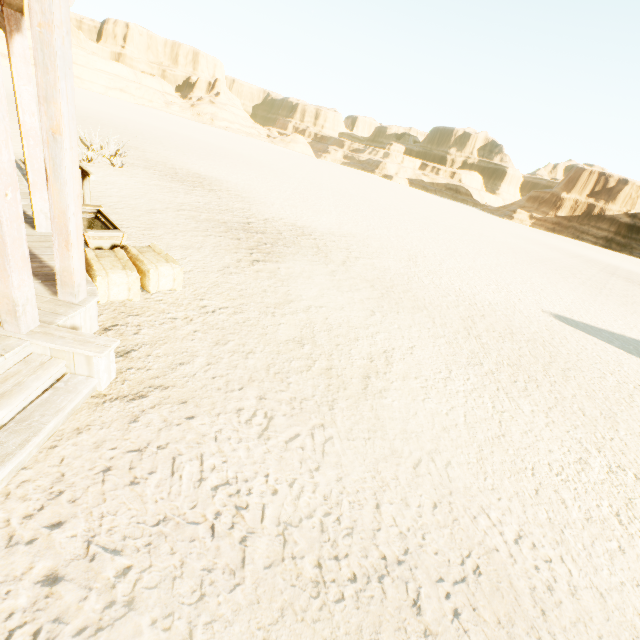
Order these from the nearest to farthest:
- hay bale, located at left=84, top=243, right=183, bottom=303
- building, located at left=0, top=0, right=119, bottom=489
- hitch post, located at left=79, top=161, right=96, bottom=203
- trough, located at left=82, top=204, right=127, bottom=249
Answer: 1. building, located at left=0, top=0, right=119, bottom=489
2. hay bale, located at left=84, top=243, right=183, bottom=303
3. trough, located at left=82, top=204, right=127, bottom=249
4. hitch post, located at left=79, top=161, right=96, bottom=203

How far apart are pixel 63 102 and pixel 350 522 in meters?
4.1

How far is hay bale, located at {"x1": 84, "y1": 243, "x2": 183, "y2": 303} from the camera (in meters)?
4.09

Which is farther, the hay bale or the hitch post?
the hitch post

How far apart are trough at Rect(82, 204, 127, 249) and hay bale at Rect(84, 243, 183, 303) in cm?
22

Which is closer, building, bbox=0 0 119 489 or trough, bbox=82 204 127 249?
building, bbox=0 0 119 489

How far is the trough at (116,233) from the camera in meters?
4.9

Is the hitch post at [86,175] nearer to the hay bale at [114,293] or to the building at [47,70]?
the building at [47,70]
